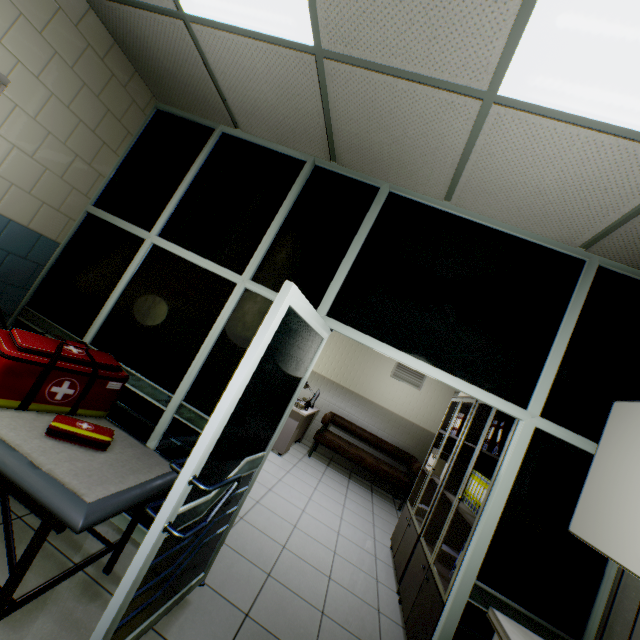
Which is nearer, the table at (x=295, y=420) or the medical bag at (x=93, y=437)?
the medical bag at (x=93, y=437)

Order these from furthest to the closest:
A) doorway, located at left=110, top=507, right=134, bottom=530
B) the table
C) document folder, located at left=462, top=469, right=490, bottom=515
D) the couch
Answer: the table → document folder, located at left=462, top=469, right=490, bottom=515 → doorway, located at left=110, top=507, right=134, bottom=530 → the couch

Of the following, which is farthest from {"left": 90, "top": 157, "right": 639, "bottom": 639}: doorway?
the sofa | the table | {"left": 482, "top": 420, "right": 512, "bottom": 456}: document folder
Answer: the sofa

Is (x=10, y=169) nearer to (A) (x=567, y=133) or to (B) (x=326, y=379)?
(A) (x=567, y=133)

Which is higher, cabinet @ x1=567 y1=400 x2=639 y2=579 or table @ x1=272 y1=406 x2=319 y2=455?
cabinet @ x1=567 y1=400 x2=639 y2=579

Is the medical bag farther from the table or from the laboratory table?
the table

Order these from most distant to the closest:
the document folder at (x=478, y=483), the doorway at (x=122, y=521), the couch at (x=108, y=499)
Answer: the document folder at (x=478, y=483) → the doorway at (x=122, y=521) → the couch at (x=108, y=499)

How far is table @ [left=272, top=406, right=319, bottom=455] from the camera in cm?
572
